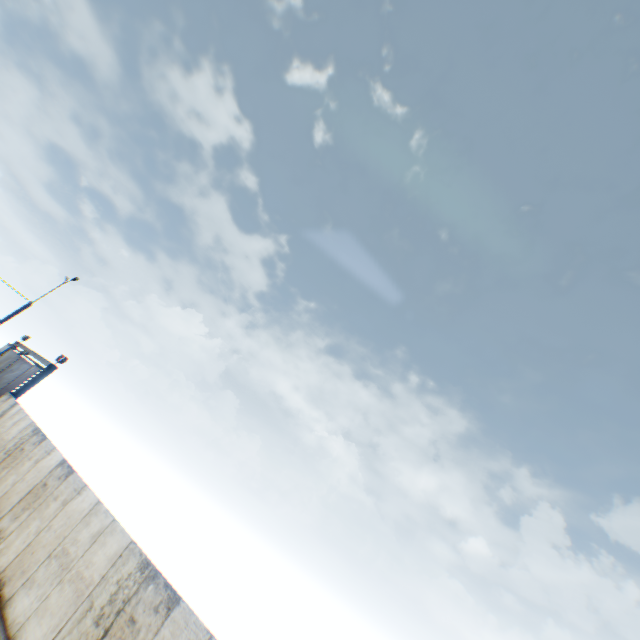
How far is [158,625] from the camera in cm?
688
